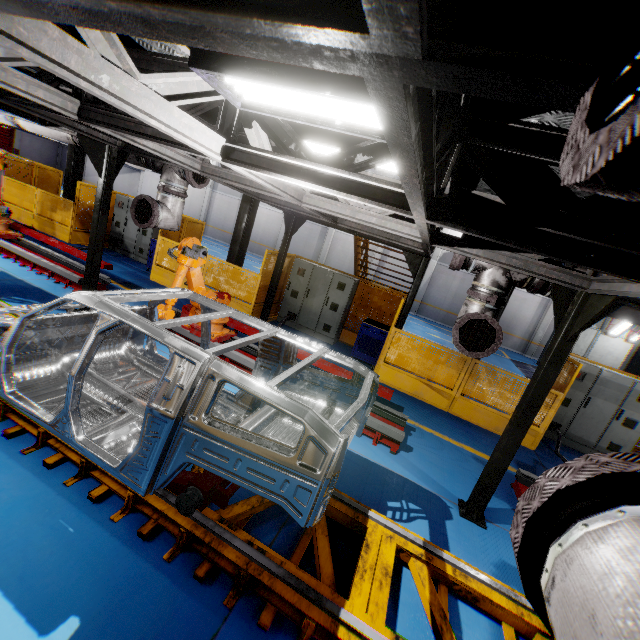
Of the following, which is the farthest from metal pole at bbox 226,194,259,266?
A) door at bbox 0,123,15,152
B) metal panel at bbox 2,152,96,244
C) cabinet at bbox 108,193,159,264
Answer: door at bbox 0,123,15,152

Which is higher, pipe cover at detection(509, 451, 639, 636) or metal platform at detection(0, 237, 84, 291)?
pipe cover at detection(509, 451, 639, 636)

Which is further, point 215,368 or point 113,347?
point 113,347

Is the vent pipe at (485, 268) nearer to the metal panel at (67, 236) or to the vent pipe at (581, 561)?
the metal panel at (67, 236)

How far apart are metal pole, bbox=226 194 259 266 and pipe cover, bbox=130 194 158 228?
4.6m

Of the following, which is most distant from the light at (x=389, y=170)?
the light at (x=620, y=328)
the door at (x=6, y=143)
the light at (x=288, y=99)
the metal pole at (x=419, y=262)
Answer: the door at (x=6, y=143)

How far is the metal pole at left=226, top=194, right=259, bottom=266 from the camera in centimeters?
1023cm

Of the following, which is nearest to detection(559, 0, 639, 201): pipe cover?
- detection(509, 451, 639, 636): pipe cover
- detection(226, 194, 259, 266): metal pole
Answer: detection(509, 451, 639, 636): pipe cover
